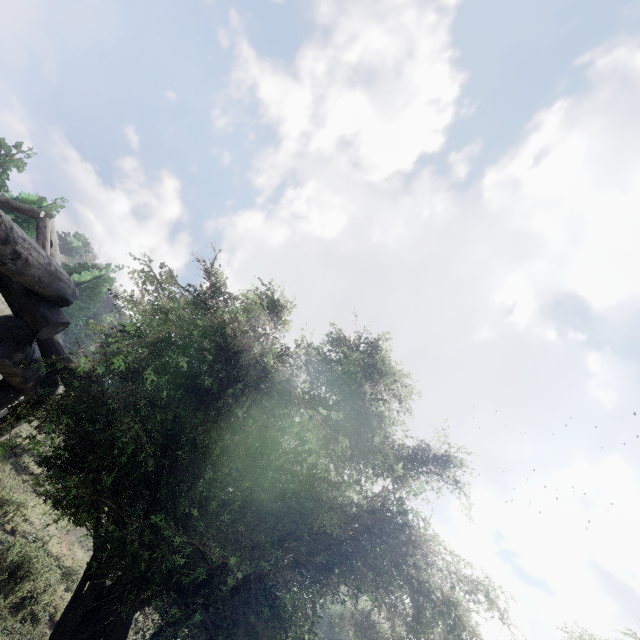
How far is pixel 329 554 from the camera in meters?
3.6
